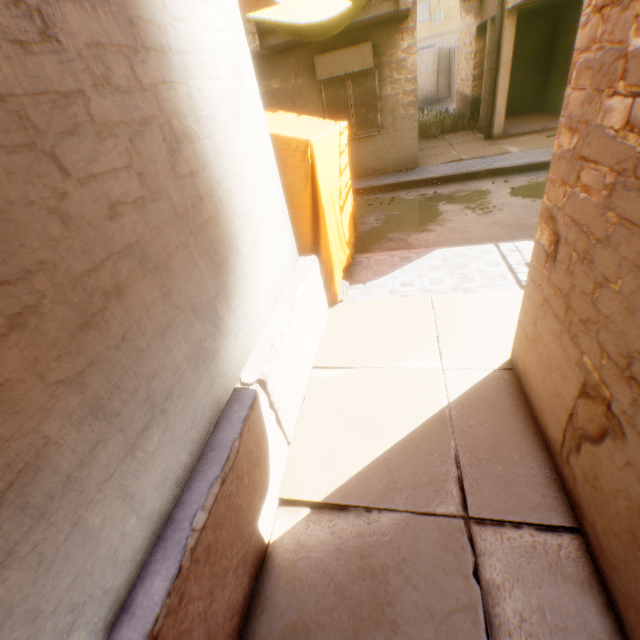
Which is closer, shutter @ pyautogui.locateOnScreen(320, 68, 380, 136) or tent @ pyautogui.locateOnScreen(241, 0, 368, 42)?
tent @ pyautogui.locateOnScreen(241, 0, 368, 42)

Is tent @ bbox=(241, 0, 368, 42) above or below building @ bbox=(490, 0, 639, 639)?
above

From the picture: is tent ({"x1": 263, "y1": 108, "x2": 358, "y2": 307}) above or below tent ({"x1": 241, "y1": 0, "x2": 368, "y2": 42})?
below

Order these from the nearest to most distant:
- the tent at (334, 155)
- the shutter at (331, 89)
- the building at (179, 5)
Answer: the building at (179, 5)
the tent at (334, 155)
the shutter at (331, 89)

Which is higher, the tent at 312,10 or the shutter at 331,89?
the tent at 312,10

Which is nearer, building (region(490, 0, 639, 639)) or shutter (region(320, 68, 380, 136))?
building (region(490, 0, 639, 639))

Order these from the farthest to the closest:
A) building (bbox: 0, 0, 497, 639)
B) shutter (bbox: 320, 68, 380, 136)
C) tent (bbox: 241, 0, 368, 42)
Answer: shutter (bbox: 320, 68, 380, 136), tent (bbox: 241, 0, 368, 42), building (bbox: 0, 0, 497, 639)

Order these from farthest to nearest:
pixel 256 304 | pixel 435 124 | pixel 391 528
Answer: pixel 435 124
pixel 256 304
pixel 391 528
